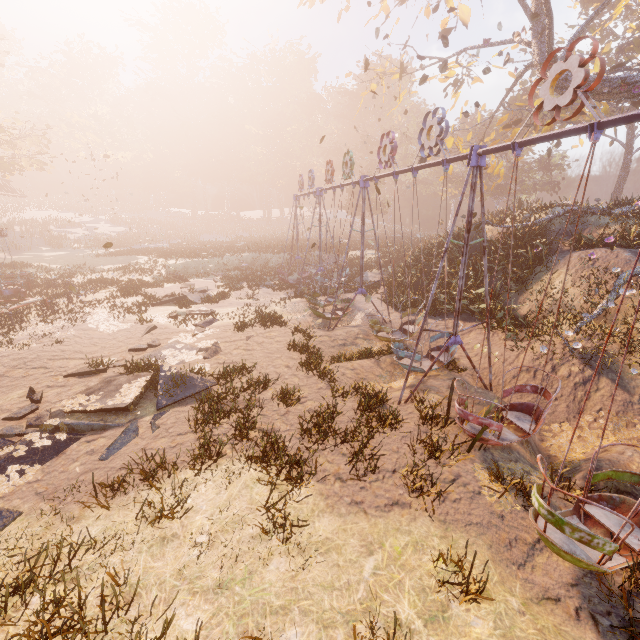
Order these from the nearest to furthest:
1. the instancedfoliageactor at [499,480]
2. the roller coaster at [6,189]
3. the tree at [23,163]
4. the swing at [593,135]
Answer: the swing at [593,135], the instancedfoliageactor at [499,480], the tree at [23,163], the roller coaster at [6,189]

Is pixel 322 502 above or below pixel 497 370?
above

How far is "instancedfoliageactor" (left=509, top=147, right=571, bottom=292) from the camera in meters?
14.1 m

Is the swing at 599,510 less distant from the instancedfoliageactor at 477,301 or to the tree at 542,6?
the instancedfoliageactor at 477,301

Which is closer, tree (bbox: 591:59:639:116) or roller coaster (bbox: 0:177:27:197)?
tree (bbox: 591:59:639:116)

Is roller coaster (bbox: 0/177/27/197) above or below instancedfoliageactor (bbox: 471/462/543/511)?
above

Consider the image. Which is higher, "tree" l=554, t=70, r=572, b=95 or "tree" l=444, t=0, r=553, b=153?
"tree" l=444, t=0, r=553, b=153

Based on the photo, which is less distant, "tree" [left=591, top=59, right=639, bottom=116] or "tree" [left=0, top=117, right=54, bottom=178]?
"tree" [left=591, top=59, right=639, bottom=116]
